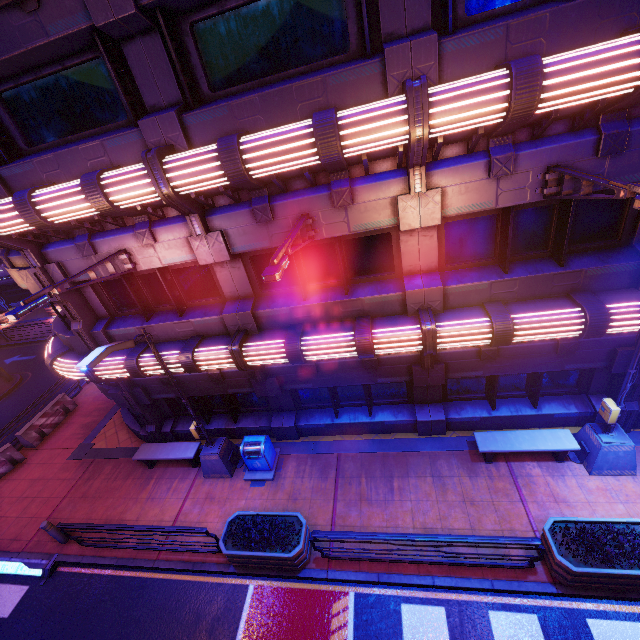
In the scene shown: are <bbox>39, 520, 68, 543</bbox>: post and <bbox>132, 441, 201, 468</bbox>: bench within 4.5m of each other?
yes

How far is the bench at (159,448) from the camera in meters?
11.1

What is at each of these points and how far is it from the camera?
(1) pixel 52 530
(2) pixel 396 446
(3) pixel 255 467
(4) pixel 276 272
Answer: (1) post, 9.7 meters
(2) beam, 10.4 meters
(3) trash can, 10.6 meters
(4) street light, 4.6 meters

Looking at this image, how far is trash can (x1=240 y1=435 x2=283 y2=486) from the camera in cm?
1028

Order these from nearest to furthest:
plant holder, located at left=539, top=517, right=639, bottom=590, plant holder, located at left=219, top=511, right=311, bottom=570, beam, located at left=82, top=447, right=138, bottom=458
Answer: plant holder, located at left=539, top=517, right=639, bottom=590 → plant holder, located at left=219, top=511, right=311, bottom=570 → beam, located at left=82, top=447, right=138, bottom=458

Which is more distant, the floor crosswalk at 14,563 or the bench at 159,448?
the bench at 159,448

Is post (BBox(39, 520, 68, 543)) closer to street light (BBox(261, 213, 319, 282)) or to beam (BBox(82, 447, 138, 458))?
beam (BBox(82, 447, 138, 458))

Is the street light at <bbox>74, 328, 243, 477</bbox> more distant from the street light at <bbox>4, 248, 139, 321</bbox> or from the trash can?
the street light at <bbox>4, 248, 139, 321</bbox>
